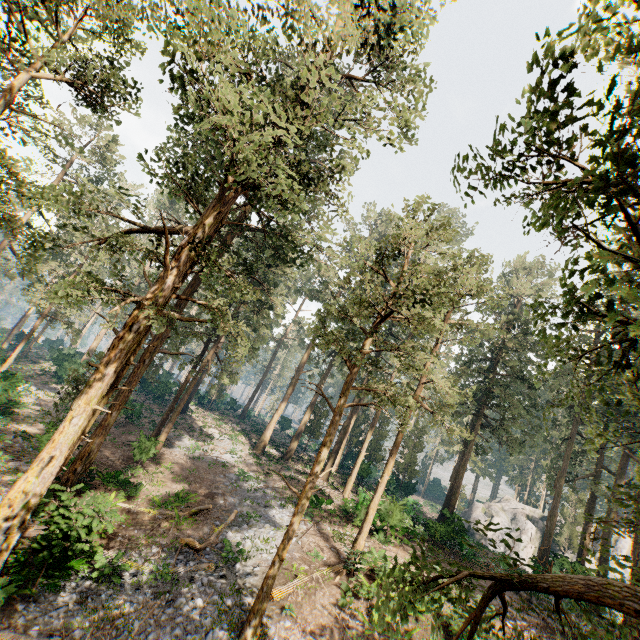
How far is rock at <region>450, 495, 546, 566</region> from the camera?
37.12m

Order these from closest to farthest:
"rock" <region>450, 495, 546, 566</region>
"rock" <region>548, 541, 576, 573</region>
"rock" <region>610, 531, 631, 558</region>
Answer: "rock" <region>548, 541, 576, 573</region>, "rock" <region>450, 495, 546, 566</region>, "rock" <region>610, 531, 631, 558</region>

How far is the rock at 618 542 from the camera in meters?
38.2 m

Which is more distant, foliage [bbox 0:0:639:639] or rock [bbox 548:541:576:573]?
rock [bbox 548:541:576:573]

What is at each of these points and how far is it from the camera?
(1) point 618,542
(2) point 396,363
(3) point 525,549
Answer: (1) rock, 39.53m
(2) foliage, 28.11m
(3) rock, 38.06m
